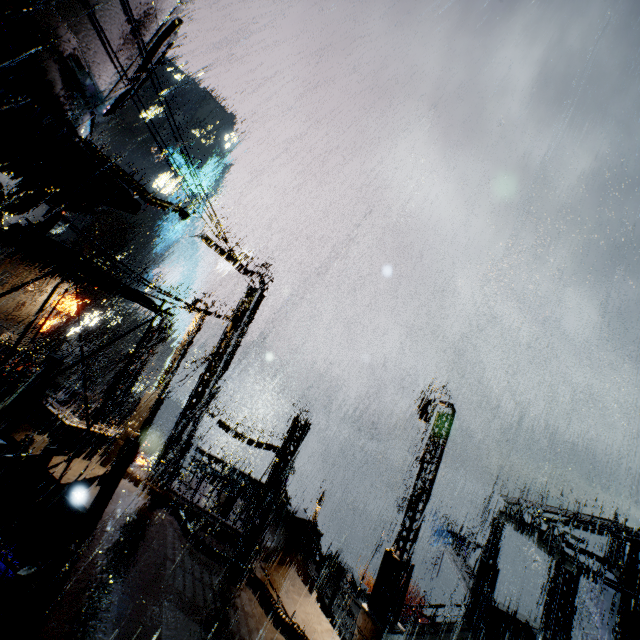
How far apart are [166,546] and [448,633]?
17.4 meters

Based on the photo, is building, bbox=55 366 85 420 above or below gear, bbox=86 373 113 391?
above

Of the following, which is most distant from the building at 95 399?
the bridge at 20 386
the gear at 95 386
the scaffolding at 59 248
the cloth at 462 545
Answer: the cloth at 462 545

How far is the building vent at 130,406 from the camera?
24.7 meters

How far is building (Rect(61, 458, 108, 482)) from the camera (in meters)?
11.59

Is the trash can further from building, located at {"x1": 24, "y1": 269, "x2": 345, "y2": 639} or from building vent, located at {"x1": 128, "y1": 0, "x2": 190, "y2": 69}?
building vent, located at {"x1": 128, "y1": 0, "x2": 190, "y2": 69}

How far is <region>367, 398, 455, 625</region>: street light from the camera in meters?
8.3

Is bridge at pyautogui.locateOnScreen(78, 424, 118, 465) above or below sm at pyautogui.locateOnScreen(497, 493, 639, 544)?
below
